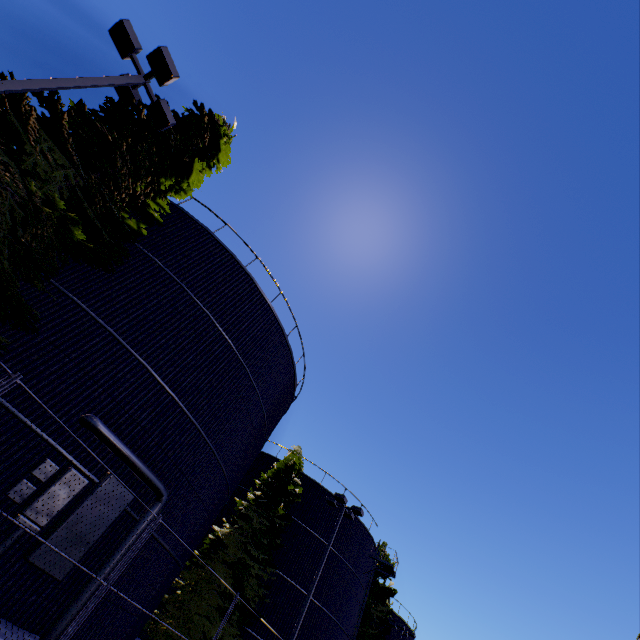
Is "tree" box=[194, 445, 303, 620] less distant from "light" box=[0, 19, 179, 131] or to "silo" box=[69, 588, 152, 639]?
"light" box=[0, 19, 179, 131]

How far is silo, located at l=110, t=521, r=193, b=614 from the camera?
10.1m

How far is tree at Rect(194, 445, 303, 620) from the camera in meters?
15.2

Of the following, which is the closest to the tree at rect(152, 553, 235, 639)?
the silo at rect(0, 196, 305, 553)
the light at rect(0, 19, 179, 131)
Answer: the light at rect(0, 19, 179, 131)

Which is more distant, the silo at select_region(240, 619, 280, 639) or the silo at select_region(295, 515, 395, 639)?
the silo at select_region(295, 515, 395, 639)

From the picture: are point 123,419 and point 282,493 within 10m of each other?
no

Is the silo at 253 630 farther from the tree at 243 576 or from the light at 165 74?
the light at 165 74
